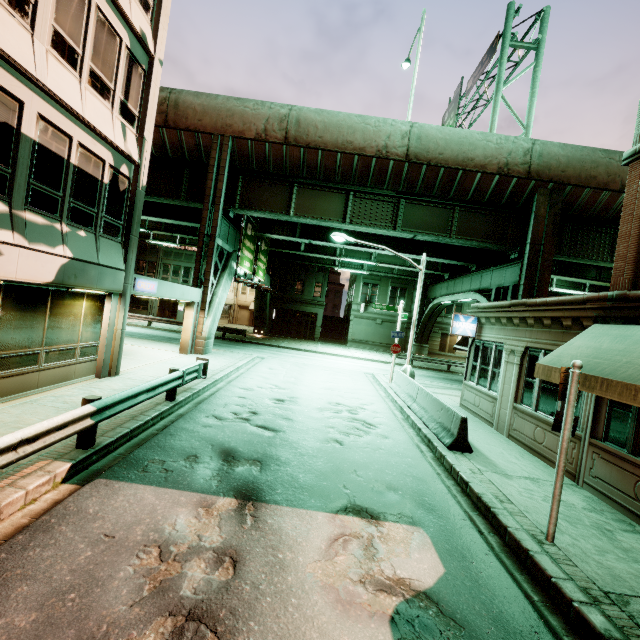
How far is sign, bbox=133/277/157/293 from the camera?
11.92m

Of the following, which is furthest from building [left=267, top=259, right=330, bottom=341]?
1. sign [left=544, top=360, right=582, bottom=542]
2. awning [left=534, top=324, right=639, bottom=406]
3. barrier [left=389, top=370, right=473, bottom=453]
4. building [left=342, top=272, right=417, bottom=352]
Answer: sign [left=544, top=360, right=582, bottom=542]

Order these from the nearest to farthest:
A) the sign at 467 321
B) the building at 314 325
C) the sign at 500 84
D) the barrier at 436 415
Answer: the barrier at 436 415, the sign at 467 321, the sign at 500 84, the building at 314 325

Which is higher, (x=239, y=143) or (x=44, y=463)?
(x=239, y=143)

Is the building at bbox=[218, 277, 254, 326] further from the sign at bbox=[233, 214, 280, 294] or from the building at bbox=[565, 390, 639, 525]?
the building at bbox=[565, 390, 639, 525]

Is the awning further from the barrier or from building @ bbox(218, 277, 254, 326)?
building @ bbox(218, 277, 254, 326)

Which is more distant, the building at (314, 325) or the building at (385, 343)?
the building at (314, 325)

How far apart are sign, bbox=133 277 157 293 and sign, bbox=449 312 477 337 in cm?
1284
